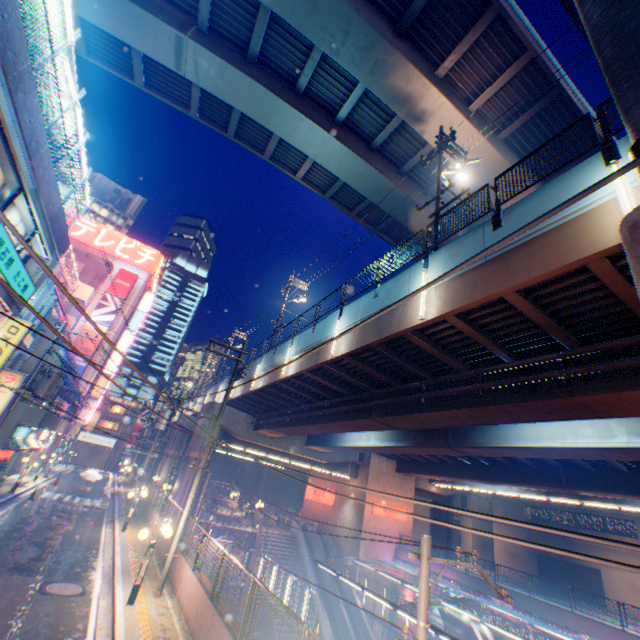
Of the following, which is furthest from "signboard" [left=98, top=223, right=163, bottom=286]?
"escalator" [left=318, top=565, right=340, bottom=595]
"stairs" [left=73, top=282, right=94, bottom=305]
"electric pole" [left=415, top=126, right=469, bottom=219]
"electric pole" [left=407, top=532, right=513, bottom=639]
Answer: "electric pole" [left=407, top=532, right=513, bottom=639]

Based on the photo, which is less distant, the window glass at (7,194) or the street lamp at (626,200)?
the street lamp at (626,200)

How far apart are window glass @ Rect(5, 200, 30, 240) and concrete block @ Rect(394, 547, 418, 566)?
34.8 meters

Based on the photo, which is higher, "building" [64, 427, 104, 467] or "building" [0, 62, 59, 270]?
"building" [0, 62, 59, 270]

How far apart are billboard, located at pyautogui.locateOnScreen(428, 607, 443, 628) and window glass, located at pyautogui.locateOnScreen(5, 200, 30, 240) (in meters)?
35.67

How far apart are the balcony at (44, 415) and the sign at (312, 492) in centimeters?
2751cm

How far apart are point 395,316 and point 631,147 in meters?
6.8
